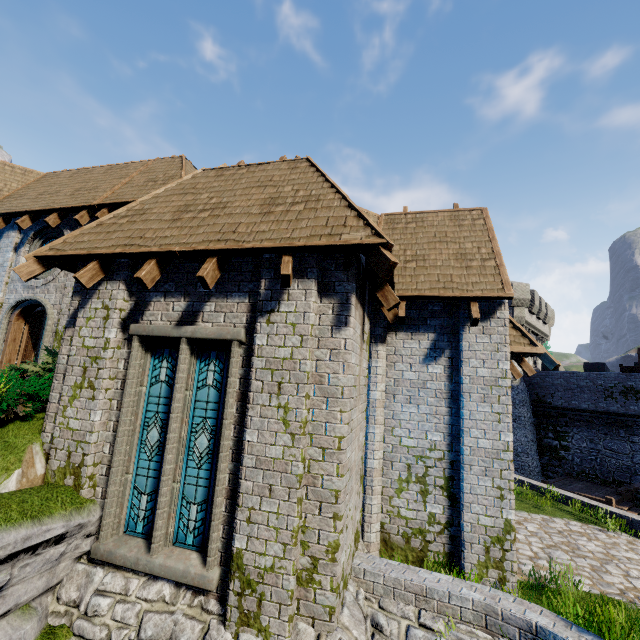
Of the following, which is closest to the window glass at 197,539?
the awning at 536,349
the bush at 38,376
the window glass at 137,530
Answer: the window glass at 137,530

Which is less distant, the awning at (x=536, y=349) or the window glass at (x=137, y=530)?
the window glass at (x=137, y=530)

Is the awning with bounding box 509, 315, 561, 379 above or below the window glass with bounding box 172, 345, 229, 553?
above

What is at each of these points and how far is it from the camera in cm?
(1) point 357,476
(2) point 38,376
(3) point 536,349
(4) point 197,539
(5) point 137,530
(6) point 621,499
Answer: (1) building, 621
(2) bush, 890
(3) awning, 705
(4) window glass, 521
(5) window glass, 550
(6) stairs, 1755

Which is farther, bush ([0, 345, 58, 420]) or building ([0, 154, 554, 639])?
bush ([0, 345, 58, 420])

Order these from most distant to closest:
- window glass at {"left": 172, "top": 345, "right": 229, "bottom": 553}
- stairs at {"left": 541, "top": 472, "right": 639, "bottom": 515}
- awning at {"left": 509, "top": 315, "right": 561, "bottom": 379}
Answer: stairs at {"left": 541, "top": 472, "right": 639, "bottom": 515}, awning at {"left": 509, "top": 315, "right": 561, "bottom": 379}, window glass at {"left": 172, "top": 345, "right": 229, "bottom": 553}

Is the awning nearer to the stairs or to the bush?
the bush

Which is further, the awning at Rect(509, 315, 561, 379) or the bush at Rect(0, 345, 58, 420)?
the awning at Rect(509, 315, 561, 379)
